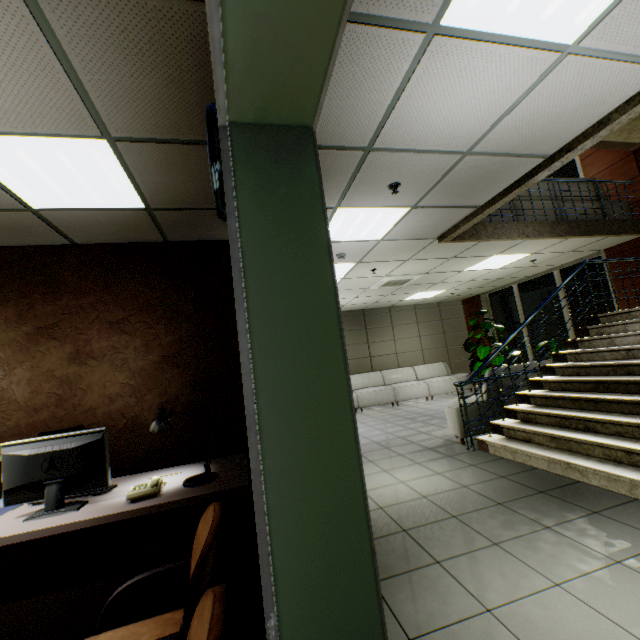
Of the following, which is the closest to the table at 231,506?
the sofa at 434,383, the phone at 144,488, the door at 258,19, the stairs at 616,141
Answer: the phone at 144,488

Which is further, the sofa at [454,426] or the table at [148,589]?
the sofa at [454,426]

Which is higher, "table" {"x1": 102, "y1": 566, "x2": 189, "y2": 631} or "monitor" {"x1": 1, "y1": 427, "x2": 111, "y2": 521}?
"monitor" {"x1": 1, "y1": 427, "x2": 111, "y2": 521}

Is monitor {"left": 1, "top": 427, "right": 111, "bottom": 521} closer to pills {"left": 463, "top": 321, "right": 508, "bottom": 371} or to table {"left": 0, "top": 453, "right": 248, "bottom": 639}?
table {"left": 0, "top": 453, "right": 248, "bottom": 639}

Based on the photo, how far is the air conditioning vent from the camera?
7.2m

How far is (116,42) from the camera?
1.7 meters

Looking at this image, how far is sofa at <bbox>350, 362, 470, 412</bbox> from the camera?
9.81m

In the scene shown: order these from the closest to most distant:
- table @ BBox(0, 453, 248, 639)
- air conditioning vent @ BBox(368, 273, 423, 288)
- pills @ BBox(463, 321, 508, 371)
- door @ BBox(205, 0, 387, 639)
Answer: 1. door @ BBox(205, 0, 387, 639)
2. table @ BBox(0, 453, 248, 639)
3. air conditioning vent @ BBox(368, 273, 423, 288)
4. pills @ BBox(463, 321, 508, 371)
